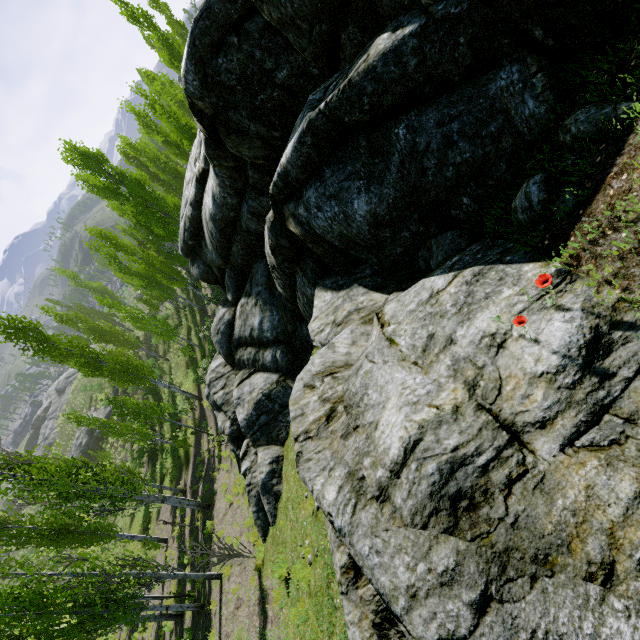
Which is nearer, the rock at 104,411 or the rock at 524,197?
the rock at 524,197

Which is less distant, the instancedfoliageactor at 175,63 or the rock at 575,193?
the rock at 575,193

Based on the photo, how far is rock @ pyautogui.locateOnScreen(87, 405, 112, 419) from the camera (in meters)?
42.49

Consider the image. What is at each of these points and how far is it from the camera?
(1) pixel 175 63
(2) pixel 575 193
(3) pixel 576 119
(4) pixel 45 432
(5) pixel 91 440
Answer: (1) instancedfoliageactor, 25.30m
(2) rock, 3.16m
(3) rock, 3.23m
(4) rock, 54.69m
(5) rock, 41.41m

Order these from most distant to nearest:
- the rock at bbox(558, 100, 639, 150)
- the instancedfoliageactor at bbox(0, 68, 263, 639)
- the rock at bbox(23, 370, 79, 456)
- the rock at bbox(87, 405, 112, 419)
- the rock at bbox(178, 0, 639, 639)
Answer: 1. the rock at bbox(23, 370, 79, 456)
2. the rock at bbox(87, 405, 112, 419)
3. the instancedfoliageactor at bbox(0, 68, 263, 639)
4. the rock at bbox(558, 100, 639, 150)
5. the rock at bbox(178, 0, 639, 639)

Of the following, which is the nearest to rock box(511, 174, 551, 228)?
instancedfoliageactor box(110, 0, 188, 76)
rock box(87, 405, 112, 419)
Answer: instancedfoliageactor box(110, 0, 188, 76)

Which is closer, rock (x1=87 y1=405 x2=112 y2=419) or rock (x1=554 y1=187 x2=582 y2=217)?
rock (x1=554 y1=187 x2=582 y2=217)

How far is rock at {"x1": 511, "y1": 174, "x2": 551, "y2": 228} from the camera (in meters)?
3.51
